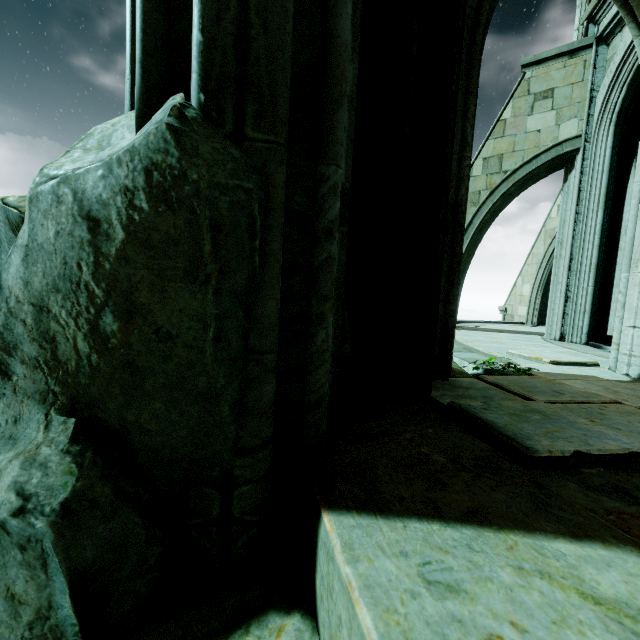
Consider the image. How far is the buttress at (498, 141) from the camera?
7.0m

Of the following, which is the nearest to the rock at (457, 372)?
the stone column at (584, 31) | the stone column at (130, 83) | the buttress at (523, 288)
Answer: the stone column at (130, 83)

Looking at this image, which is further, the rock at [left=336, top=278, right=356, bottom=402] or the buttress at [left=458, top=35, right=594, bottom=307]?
the buttress at [left=458, top=35, right=594, bottom=307]

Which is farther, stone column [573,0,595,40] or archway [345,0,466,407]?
stone column [573,0,595,40]

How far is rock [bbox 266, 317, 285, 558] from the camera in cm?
115

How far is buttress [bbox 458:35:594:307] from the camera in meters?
7.0 m

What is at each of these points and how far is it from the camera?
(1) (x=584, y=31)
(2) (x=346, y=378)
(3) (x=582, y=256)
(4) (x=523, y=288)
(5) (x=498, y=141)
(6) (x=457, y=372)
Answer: (1) stone column, 6.9 meters
(2) rock, 1.9 meters
(3) building, 7.0 meters
(4) buttress, 13.0 meters
(5) buttress, 7.9 meters
(6) rock, 3.7 meters

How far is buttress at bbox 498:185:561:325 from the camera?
11.8m
